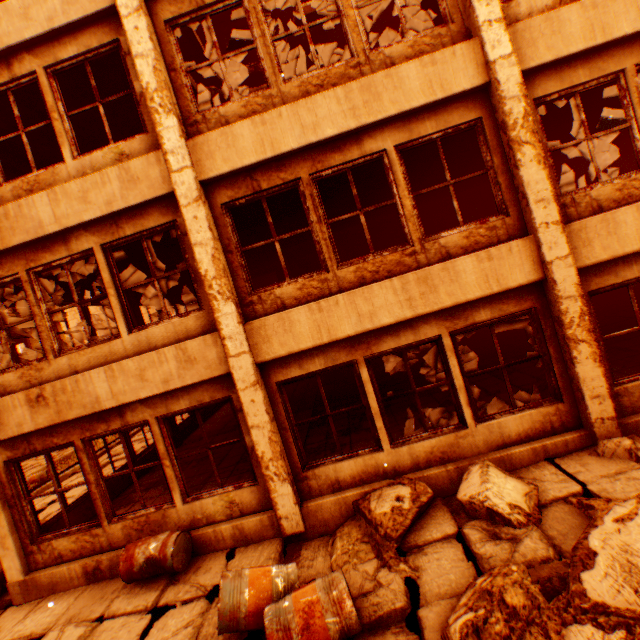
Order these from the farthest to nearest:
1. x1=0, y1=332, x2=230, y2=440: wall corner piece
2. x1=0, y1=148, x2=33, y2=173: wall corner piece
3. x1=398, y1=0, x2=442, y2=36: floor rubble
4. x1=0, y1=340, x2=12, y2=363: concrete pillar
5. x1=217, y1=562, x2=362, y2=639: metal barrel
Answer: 1. x1=0, y1=340, x2=12, y2=363: concrete pillar
2. x1=0, y1=148, x2=33, y2=173: wall corner piece
3. x1=398, y1=0, x2=442, y2=36: floor rubble
4. x1=0, y1=332, x2=230, y2=440: wall corner piece
5. x1=217, y1=562, x2=362, y2=639: metal barrel

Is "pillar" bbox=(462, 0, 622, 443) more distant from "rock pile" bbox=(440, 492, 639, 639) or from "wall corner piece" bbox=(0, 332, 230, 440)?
"wall corner piece" bbox=(0, 332, 230, 440)

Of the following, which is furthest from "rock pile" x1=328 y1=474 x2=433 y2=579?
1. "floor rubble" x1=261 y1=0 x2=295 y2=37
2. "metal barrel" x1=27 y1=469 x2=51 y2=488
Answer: "floor rubble" x1=261 y1=0 x2=295 y2=37

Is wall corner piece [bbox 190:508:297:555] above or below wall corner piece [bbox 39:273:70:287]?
below

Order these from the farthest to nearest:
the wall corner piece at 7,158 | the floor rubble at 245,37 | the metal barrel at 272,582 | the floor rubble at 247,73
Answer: the floor rubble at 245,37, the floor rubble at 247,73, the wall corner piece at 7,158, the metal barrel at 272,582

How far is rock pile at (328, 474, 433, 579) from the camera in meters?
4.2

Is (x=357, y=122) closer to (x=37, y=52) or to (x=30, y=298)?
(x=37, y=52)

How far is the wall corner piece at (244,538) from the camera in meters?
5.2
